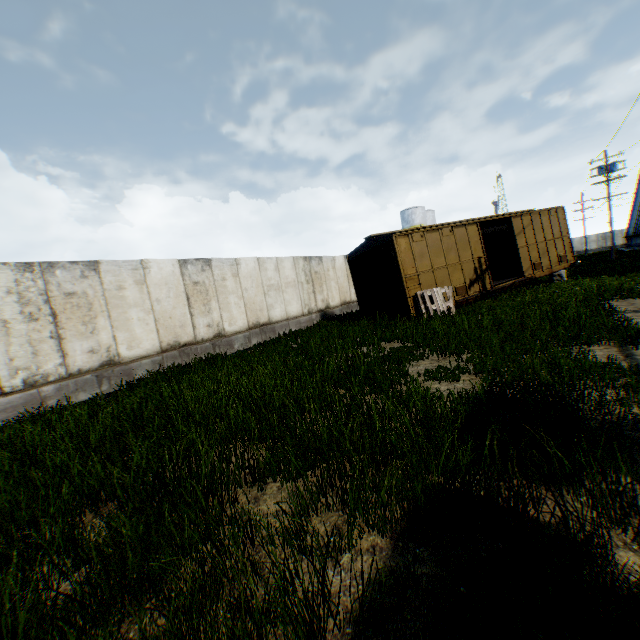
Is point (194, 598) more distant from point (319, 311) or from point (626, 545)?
point (319, 311)

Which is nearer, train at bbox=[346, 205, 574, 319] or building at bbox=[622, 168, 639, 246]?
train at bbox=[346, 205, 574, 319]

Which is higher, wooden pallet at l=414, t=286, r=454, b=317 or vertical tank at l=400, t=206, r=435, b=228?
vertical tank at l=400, t=206, r=435, b=228

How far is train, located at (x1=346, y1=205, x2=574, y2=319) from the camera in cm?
1247

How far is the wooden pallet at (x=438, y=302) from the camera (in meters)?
12.06

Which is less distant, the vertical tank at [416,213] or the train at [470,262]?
the train at [470,262]

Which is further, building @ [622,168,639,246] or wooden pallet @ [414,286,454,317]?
building @ [622,168,639,246]

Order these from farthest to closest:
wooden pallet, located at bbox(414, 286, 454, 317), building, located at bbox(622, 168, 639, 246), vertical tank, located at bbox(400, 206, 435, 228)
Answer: vertical tank, located at bbox(400, 206, 435, 228), building, located at bbox(622, 168, 639, 246), wooden pallet, located at bbox(414, 286, 454, 317)
